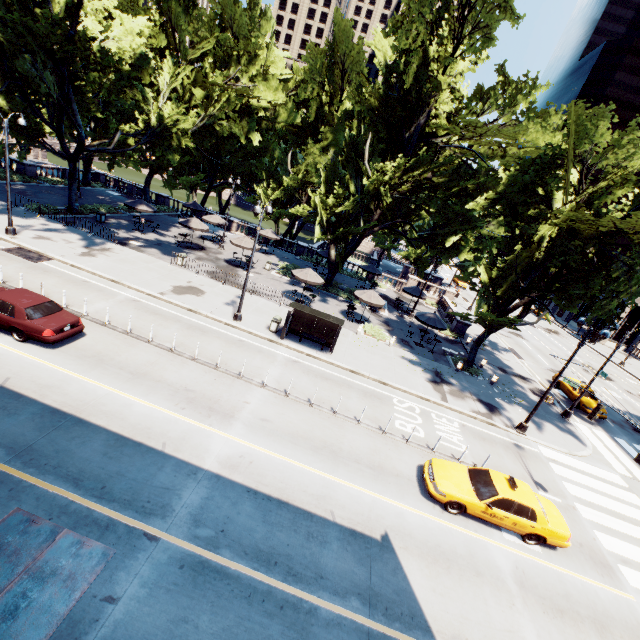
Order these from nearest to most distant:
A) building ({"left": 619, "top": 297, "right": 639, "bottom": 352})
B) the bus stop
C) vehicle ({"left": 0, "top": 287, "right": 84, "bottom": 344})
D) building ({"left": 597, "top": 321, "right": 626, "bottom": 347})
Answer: vehicle ({"left": 0, "top": 287, "right": 84, "bottom": 344}), the bus stop, building ({"left": 619, "top": 297, "right": 639, "bottom": 352}), building ({"left": 597, "top": 321, "right": 626, "bottom": 347})

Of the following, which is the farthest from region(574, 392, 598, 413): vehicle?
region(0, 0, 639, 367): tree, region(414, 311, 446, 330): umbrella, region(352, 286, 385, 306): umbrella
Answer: region(352, 286, 385, 306): umbrella

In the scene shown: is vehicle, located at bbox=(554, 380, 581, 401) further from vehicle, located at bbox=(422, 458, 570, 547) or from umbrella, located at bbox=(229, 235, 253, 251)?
umbrella, located at bbox=(229, 235, 253, 251)

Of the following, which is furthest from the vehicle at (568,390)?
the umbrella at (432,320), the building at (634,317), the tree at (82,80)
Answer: the building at (634,317)

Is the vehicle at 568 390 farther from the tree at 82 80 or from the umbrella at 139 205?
the umbrella at 139 205

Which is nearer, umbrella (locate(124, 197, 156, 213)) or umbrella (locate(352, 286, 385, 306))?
umbrella (locate(352, 286, 385, 306))

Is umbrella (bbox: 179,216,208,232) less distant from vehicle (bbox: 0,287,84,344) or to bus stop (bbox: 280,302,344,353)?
bus stop (bbox: 280,302,344,353)

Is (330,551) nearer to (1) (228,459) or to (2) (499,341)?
(1) (228,459)
